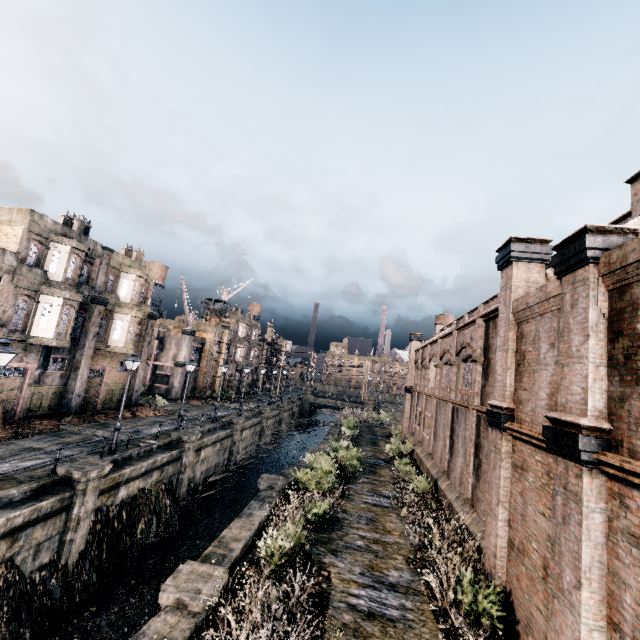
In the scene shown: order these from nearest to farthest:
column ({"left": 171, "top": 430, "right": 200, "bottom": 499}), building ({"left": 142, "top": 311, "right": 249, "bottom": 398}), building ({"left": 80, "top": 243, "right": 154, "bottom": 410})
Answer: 1. column ({"left": 171, "top": 430, "right": 200, "bottom": 499})
2. building ({"left": 80, "top": 243, "right": 154, "bottom": 410})
3. building ({"left": 142, "top": 311, "right": 249, "bottom": 398})

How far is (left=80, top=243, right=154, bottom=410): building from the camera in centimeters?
2783cm

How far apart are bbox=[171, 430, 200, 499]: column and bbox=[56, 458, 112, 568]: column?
7.0 meters

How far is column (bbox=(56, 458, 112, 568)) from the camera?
14.20m

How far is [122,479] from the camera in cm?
1719

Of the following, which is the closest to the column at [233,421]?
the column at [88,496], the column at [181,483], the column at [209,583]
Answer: the column at [181,483]

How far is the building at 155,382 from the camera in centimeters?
4291cm

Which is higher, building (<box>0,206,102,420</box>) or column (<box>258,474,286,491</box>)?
building (<box>0,206,102,420</box>)
